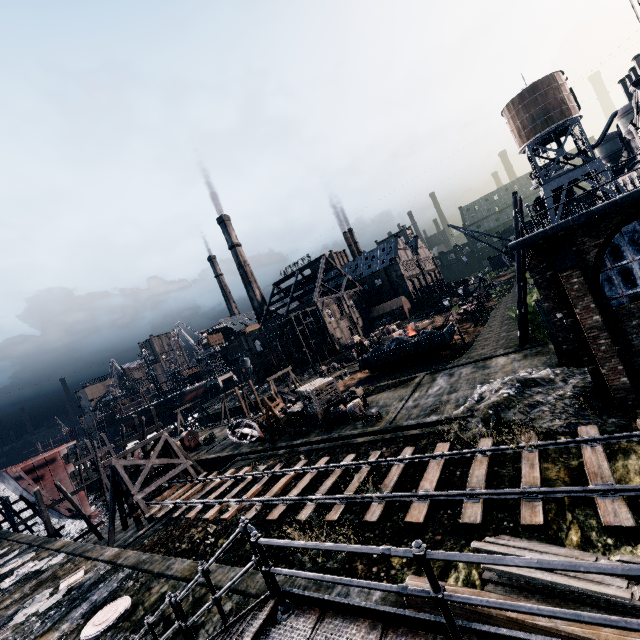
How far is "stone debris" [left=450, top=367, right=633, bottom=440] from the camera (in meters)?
13.28

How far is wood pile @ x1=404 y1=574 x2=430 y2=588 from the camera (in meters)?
6.68

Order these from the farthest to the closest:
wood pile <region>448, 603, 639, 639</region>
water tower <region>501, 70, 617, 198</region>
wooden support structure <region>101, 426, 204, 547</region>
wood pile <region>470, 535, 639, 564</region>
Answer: water tower <region>501, 70, 617, 198</region> → wooden support structure <region>101, 426, 204, 547</region> → wood pile <region>470, 535, 639, 564</region> → wood pile <region>448, 603, 639, 639</region>

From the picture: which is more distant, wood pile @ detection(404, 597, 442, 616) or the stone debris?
the stone debris

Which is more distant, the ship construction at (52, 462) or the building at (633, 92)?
the ship construction at (52, 462)

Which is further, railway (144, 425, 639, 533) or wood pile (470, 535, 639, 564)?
railway (144, 425, 639, 533)

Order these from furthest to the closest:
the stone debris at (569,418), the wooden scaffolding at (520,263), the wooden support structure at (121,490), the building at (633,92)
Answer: the building at (633,92) → the wooden scaffolding at (520,263) → the wooden support structure at (121,490) → the stone debris at (569,418)

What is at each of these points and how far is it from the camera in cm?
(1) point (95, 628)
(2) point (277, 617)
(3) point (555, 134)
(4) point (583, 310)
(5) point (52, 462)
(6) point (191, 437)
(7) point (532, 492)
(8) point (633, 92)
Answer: (1) manhole cover, 1256
(2) stairs, 477
(3) water tower, 4116
(4) building, 1319
(5) ship construction, 3744
(6) pulley, 3984
(7) railway, 1059
(8) building, 3356
